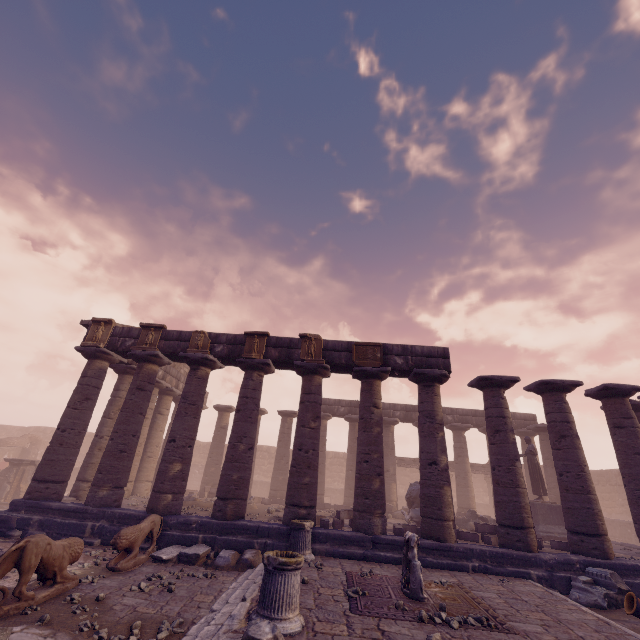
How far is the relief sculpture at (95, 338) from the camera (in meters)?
12.87

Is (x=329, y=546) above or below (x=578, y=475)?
below

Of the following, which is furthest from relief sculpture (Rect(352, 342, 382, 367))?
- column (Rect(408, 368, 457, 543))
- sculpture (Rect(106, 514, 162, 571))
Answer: sculpture (Rect(106, 514, 162, 571))

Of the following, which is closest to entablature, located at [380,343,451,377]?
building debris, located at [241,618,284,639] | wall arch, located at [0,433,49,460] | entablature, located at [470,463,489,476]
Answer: entablature, located at [470,463,489,476]

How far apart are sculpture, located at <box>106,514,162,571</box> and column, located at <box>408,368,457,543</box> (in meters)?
7.97

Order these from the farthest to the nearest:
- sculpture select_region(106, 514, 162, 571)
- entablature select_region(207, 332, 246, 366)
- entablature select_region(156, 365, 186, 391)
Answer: entablature select_region(156, 365, 186, 391) → entablature select_region(207, 332, 246, 366) → sculpture select_region(106, 514, 162, 571)

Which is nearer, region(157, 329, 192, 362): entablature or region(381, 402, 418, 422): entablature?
region(157, 329, 192, 362): entablature

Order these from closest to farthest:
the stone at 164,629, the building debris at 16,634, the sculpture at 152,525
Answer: the building debris at 16,634 < the stone at 164,629 < the sculpture at 152,525
